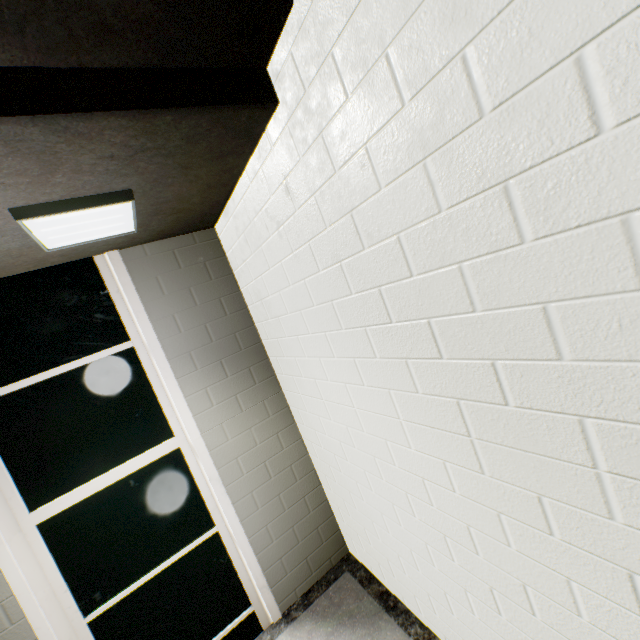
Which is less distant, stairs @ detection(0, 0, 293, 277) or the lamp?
stairs @ detection(0, 0, 293, 277)

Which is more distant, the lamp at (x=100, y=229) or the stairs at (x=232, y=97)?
the lamp at (x=100, y=229)

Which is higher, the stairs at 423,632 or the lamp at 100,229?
the lamp at 100,229

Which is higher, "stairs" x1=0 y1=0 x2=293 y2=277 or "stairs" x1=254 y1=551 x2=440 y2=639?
"stairs" x1=0 y1=0 x2=293 y2=277

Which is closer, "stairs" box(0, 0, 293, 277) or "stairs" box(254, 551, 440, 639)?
"stairs" box(0, 0, 293, 277)

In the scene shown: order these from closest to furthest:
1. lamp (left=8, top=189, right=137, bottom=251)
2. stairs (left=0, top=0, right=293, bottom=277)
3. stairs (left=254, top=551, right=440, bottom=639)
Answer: stairs (left=0, top=0, right=293, bottom=277) < lamp (left=8, top=189, right=137, bottom=251) < stairs (left=254, top=551, right=440, bottom=639)

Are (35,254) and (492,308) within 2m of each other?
no
